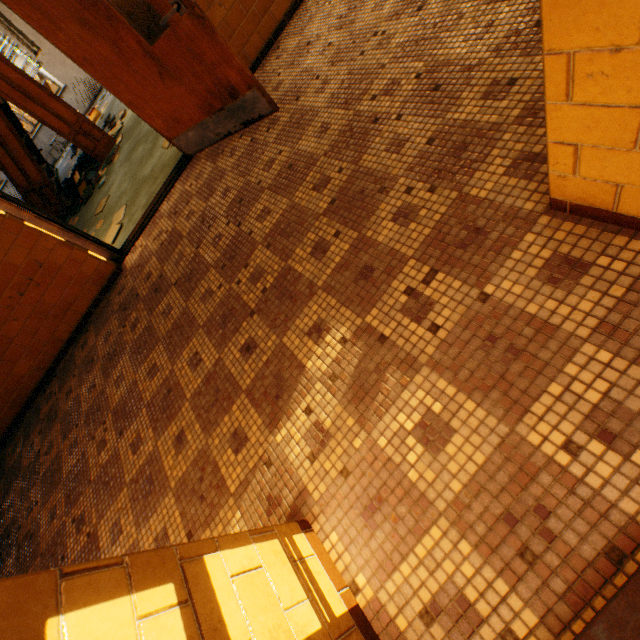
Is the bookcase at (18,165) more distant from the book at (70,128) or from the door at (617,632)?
the door at (617,632)

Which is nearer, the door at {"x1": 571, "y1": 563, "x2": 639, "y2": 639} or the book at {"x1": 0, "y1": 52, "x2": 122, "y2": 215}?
the door at {"x1": 571, "y1": 563, "x2": 639, "y2": 639}

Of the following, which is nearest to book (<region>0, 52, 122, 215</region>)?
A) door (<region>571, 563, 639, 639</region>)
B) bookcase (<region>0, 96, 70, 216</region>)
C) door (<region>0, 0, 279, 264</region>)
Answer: bookcase (<region>0, 96, 70, 216</region>)

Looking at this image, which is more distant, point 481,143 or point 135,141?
point 135,141

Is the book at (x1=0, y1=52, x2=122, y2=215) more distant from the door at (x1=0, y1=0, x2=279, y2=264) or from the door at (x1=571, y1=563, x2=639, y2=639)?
the door at (x1=571, y1=563, x2=639, y2=639)

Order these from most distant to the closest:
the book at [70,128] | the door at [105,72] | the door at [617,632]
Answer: the book at [70,128] < the door at [105,72] < the door at [617,632]

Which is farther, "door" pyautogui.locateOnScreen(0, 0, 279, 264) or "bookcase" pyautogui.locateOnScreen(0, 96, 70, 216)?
"bookcase" pyautogui.locateOnScreen(0, 96, 70, 216)

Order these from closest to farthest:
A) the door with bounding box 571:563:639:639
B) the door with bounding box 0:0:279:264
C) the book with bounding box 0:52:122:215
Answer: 1. the door with bounding box 571:563:639:639
2. the door with bounding box 0:0:279:264
3. the book with bounding box 0:52:122:215
